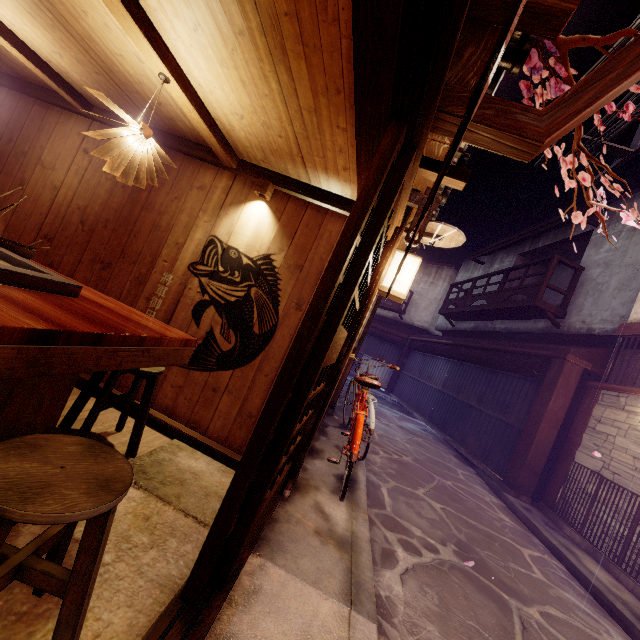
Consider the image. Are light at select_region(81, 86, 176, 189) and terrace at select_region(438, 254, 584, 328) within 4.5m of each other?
no

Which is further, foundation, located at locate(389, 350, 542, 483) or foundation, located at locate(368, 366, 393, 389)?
foundation, located at locate(368, 366, 393, 389)

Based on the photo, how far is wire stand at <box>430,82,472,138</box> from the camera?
3.16m

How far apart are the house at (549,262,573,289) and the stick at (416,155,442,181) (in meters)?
20.74

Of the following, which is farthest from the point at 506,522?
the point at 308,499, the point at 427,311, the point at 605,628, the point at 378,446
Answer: the point at 427,311

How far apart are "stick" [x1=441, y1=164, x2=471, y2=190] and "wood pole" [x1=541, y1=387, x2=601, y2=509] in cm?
1203

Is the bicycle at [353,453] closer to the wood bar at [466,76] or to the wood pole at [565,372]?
the wood bar at [466,76]

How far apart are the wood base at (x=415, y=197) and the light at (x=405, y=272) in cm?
31
